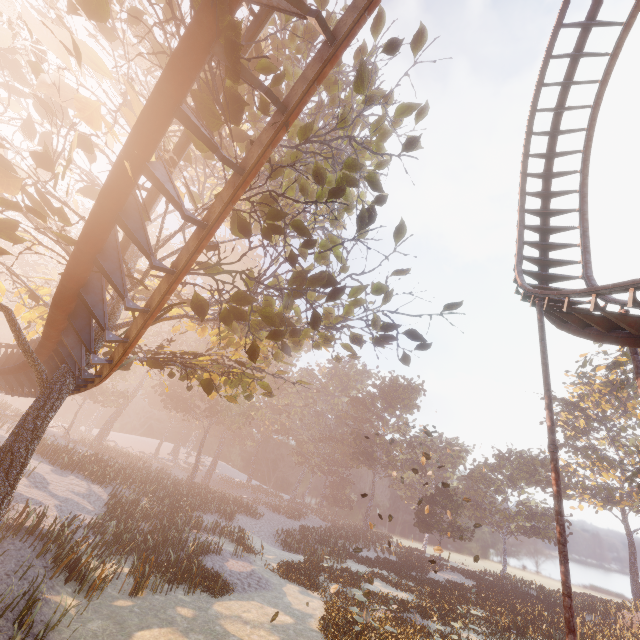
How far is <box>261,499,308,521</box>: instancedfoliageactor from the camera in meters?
49.5 m

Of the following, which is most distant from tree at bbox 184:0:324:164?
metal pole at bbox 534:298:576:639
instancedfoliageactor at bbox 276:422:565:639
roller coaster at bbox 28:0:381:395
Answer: instancedfoliageactor at bbox 276:422:565:639

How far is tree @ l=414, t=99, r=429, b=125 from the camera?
8.6m

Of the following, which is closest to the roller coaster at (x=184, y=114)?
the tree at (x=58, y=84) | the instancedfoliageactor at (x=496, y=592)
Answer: the tree at (x=58, y=84)

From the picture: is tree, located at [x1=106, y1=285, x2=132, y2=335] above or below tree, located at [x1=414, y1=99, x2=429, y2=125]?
below

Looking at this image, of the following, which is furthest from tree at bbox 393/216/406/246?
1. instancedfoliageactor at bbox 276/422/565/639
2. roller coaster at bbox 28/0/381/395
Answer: instancedfoliageactor at bbox 276/422/565/639

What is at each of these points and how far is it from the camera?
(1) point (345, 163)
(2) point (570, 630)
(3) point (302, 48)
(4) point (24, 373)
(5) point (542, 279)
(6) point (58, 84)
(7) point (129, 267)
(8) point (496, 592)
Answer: (1) tree, 5.23m
(2) metal pole, 5.79m
(3) tree, 7.33m
(4) roller coaster, 11.52m
(5) roller coaster, 11.98m
(6) tree, 4.30m
(7) tree, 6.39m
(8) instancedfoliageactor, 30.94m

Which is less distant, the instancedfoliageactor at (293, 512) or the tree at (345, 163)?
the tree at (345, 163)
